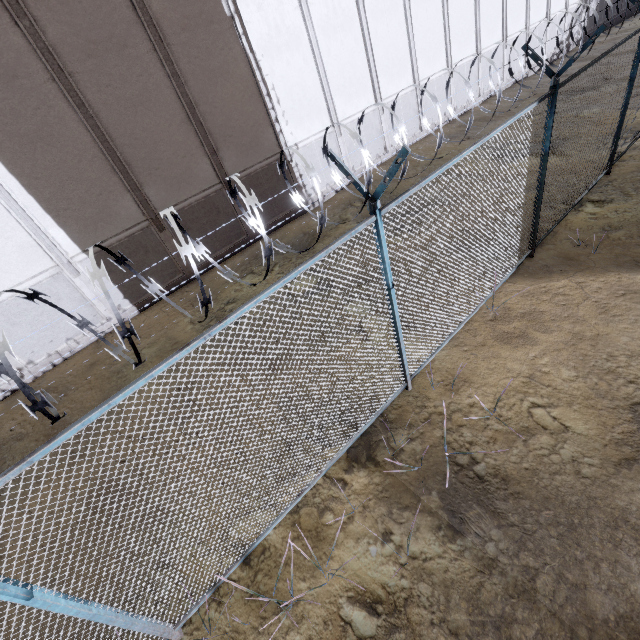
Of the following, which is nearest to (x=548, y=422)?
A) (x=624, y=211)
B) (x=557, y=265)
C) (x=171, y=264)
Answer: (x=557, y=265)
